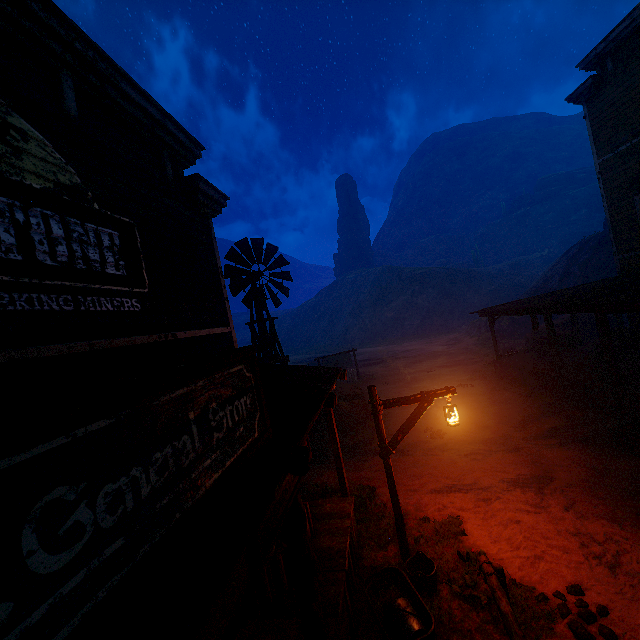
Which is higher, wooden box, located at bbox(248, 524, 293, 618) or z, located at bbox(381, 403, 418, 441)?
wooden box, located at bbox(248, 524, 293, 618)

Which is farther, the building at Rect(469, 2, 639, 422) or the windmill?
the windmill

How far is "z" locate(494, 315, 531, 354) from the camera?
24.16m

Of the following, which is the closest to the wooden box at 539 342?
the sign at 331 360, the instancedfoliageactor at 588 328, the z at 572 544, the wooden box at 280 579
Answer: the z at 572 544

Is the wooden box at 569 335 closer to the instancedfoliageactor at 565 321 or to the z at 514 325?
the z at 514 325

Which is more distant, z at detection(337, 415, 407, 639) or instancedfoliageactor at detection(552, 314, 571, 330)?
instancedfoliageactor at detection(552, 314, 571, 330)

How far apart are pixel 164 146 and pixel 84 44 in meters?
1.8 m

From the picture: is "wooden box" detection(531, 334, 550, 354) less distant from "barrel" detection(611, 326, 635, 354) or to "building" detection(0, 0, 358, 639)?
"building" detection(0, 0, 358, 639)
